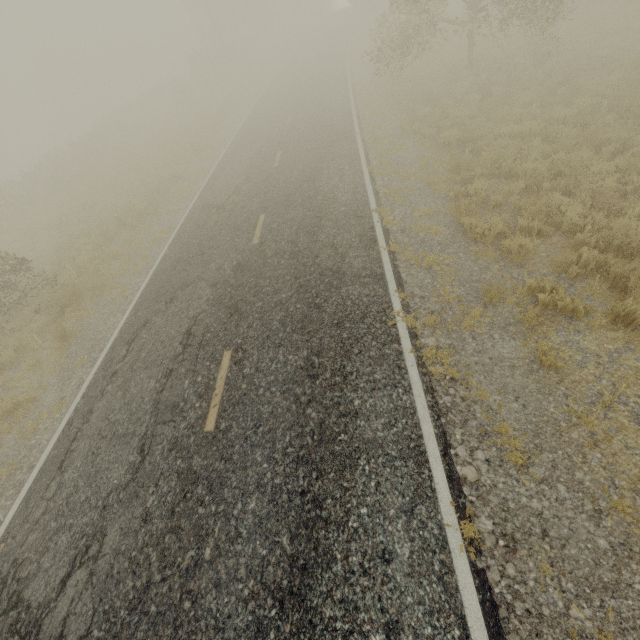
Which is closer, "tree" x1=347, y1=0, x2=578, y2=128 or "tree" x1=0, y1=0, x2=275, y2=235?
"tree" x1=347, y1=0, x2=578, y2=128

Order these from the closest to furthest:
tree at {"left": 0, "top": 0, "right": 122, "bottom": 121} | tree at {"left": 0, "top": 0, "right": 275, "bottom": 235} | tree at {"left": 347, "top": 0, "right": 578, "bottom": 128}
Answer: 1. tree at {"left": 347, "top": 0, "right": 578, "bottom": 128}
2. tree at {"left": 0, "top": 0, "right": 275, "bottom": 235}
3. tree at {"left": 0, "top": 0, "right": 122, "bottom": 121}

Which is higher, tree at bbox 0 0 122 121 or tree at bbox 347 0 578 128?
tree at bbox 0 0 122 121

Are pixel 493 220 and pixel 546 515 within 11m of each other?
yes

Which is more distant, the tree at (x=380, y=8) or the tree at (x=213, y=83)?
the tree at (x=213, y=83)
